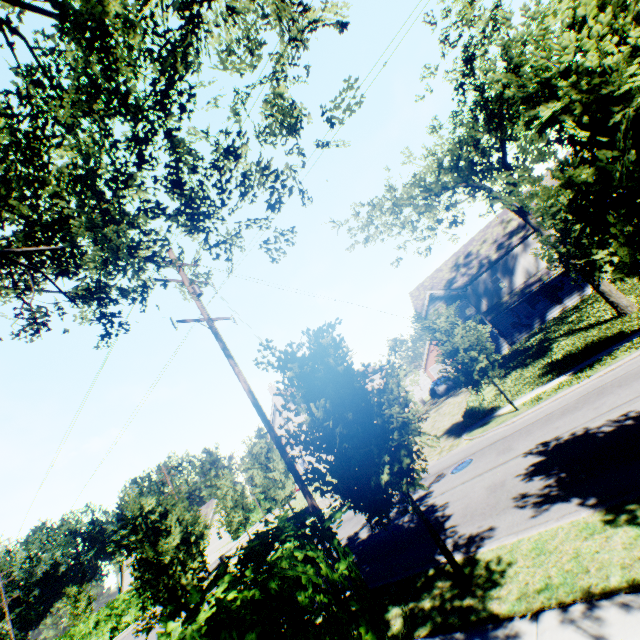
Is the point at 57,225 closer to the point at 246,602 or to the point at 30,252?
the point at 30,252

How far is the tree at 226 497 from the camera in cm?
2591

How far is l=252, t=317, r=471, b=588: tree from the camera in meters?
6.4 m

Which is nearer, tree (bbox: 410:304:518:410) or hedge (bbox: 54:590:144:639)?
tree (bbox: 410:304:518:410)

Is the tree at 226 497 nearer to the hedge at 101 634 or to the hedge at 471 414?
the hedge at 471 414

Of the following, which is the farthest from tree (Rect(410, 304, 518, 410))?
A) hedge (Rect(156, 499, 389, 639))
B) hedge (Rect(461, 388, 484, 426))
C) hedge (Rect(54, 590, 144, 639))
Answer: hedge (Rect(54, 590, 144, 639))

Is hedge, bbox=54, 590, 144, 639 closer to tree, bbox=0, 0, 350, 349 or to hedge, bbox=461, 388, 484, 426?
tree, bbox=0, 0, 350, 349
